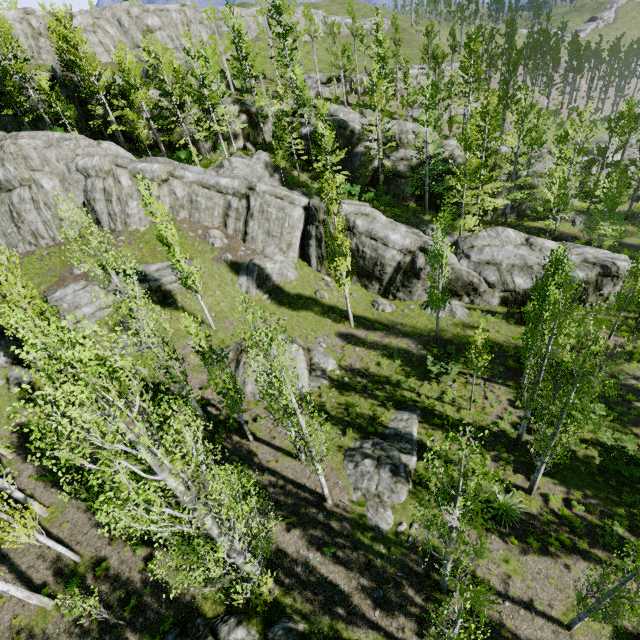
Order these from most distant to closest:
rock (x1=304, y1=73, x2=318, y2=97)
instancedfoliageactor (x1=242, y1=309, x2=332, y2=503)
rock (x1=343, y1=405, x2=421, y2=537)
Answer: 1. rock (x1=304, y1=73, x2=318, y2=97)
2. rock (x1=343, y1=405, x2=421, y2=537)
3. instancedfoliageactor (x1=242, y1=309, x2=332, y2=503)

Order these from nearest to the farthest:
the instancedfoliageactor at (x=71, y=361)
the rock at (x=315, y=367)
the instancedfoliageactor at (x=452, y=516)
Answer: the instancedfoliageactor at (x=71, y=361) → the instancedfoliageactor at (x=452, y=516) → the rock at (x=315, y=367)

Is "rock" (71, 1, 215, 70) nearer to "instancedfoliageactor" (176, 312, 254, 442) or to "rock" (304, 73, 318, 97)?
"instancedfoliageactor" (176, 312, 254, 442)

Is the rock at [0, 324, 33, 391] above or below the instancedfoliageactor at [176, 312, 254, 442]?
above

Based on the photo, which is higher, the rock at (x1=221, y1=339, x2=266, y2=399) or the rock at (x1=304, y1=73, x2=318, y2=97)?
the rock at (x1=304, y1=73, x2=318, y2=97)

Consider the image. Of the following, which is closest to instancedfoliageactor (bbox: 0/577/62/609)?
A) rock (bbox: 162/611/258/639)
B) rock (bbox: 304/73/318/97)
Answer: rock (bbox: 162/611/258/639)

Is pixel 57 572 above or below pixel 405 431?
above

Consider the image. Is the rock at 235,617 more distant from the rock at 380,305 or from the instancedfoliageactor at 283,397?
the rock at 380,305
